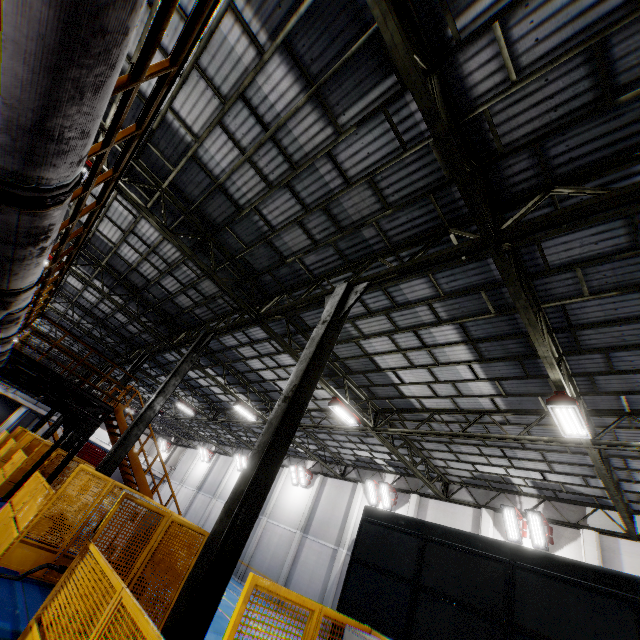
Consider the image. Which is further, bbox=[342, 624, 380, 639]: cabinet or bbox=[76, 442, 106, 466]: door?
bbox=[76, 442, 106, 466]: door

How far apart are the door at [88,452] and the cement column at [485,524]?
47.38m

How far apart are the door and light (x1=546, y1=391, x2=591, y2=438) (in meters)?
52.86

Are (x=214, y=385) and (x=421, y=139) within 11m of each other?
no

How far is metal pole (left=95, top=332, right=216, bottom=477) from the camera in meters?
10.2 m

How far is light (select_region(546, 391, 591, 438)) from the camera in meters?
7.8

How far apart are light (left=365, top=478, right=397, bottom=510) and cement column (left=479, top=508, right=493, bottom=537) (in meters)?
4.82

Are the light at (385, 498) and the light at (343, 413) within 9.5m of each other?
yes
